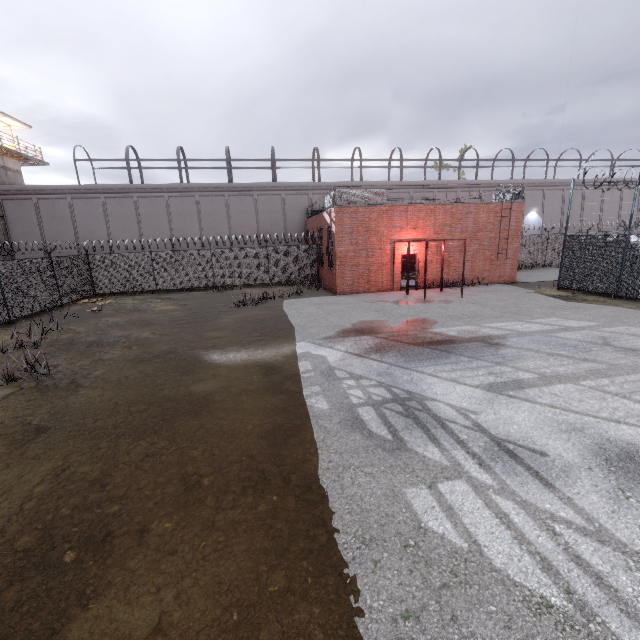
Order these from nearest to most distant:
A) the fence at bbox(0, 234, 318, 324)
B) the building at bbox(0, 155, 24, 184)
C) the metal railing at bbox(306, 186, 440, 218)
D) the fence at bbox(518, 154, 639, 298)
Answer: the fence at bbox(518, 154, 639, 298), the fence at bbox(0, 234, 318, 324), the metal railing at bbox(306, 186, 440, 218), the building at bbox(0, 155, 24, 184)

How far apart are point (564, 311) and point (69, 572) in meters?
15.9

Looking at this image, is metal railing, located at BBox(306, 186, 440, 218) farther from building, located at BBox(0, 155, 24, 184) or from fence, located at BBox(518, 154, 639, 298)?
building, located at BBox(0, 155, 24, 184)

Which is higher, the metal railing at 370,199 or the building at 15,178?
the building at 15,178

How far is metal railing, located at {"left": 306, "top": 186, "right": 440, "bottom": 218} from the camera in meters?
18.0 m

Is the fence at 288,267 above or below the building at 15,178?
below
